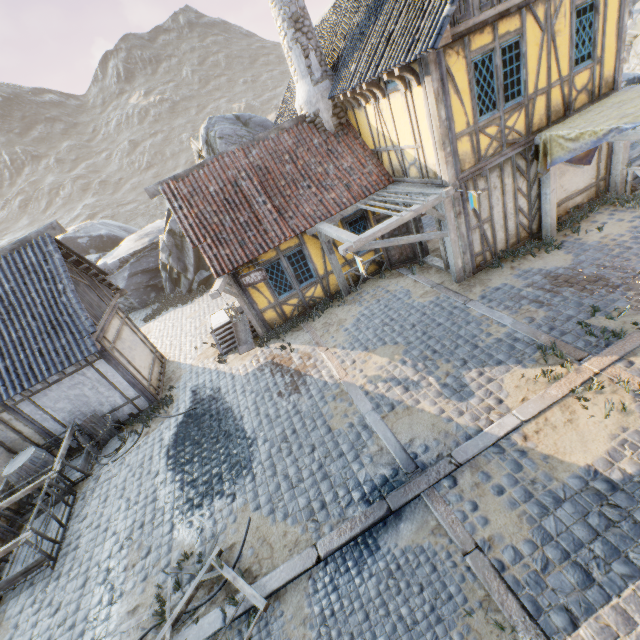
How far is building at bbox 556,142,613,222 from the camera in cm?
959

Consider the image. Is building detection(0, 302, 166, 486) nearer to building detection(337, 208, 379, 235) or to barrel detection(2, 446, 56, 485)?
barrel detection(2, 446, 56, 485)

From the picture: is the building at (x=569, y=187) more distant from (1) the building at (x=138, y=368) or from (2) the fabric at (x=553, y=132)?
(1) the building at (x=138, y=368)

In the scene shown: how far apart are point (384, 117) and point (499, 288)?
5.9 meters

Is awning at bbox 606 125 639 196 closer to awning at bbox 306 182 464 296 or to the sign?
awning at bbox 306 182 464 296

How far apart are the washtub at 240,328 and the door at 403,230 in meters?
5.5

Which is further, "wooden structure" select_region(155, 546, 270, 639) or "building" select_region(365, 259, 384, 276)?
"building" select_region(365, 259, 384, 276)

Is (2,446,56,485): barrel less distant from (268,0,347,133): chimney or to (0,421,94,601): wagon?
(0,421,94,601): wagon
